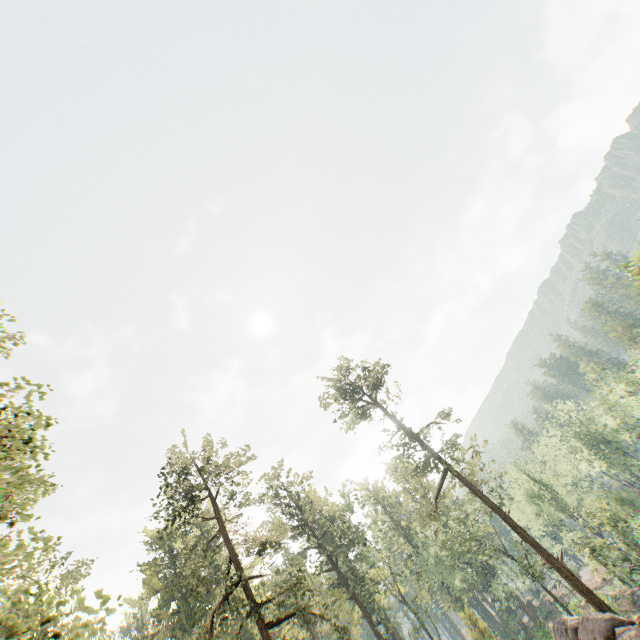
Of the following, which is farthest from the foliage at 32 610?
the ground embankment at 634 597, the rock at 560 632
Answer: the ground embankment at 634 597

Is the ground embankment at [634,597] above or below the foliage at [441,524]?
below

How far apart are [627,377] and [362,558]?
45.25m

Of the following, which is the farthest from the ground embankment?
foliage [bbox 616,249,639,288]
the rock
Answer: the rock

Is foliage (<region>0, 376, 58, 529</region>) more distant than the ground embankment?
No

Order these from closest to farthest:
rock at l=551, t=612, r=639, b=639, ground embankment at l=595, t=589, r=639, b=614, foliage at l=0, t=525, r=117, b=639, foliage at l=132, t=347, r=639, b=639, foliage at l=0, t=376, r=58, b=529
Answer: foliage at l=0, t=525, r=117, b=639 → foliage at l=0, t=376, r=58, b=529 → rock at l=551, t=612, r=639, b=639 → foliage at l=132, t=347, r=639, b=639 → ground embankment at l=595, t=589, r=639, b=614

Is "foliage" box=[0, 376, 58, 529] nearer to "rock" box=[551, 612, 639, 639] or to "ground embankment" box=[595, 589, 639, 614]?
"rock" box=[551, 612, 639, 639]
